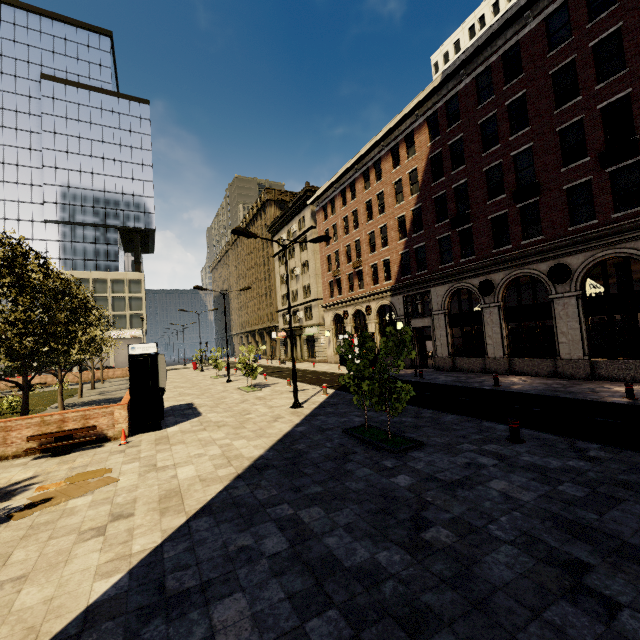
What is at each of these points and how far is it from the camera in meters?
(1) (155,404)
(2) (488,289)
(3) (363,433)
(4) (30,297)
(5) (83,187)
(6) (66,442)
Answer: (1) atm, 12.1
(2) air conditioner, 19.5
(3) tree, 9.6
(4) tree, 13.2
(5) building, 54.4
(6) bench, 10.1

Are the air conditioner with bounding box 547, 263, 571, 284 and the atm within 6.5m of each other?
no

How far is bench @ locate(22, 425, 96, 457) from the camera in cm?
980

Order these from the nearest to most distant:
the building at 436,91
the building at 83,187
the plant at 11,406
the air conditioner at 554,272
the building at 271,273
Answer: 1. the building at 436,91
2. the air conditioner at 554,272
3. the plant at 11,406
4. the building at 271,273
5. the building at 83,187

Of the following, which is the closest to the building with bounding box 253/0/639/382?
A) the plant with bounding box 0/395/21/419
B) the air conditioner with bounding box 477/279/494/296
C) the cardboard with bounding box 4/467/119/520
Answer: the air conditioner with bounding box 477/279/494/296

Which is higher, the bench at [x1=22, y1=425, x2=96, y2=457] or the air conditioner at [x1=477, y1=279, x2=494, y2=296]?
the air conditioner at [x1=477, y1=279, x2=494, y2=296]

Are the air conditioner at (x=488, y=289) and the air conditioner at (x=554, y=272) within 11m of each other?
yes

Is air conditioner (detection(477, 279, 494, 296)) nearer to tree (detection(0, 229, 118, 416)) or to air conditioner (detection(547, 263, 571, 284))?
air conditioner (detection(547, 263, 571, 284))
